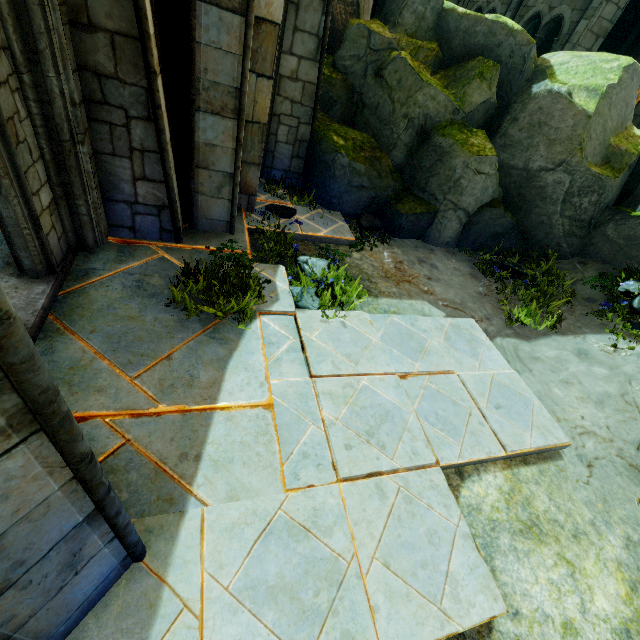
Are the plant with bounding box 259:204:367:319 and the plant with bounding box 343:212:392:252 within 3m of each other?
yes

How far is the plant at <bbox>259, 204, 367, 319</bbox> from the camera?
4.7 meters

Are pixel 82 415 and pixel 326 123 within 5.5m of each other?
no

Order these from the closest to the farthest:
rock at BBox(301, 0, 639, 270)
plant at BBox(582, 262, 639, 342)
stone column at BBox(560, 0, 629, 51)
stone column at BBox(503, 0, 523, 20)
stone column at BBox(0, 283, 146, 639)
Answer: stone column at BBox(0, 283, 146, 639), plant at BBox(582, 262, 639, 342), rock at BBox(301, 0, 639, 270), stone column at BBox(560, 0, 629, 51), stone column at BBox(503, 0, 523, 20)

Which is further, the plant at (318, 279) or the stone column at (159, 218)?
the plant at (318, 279)

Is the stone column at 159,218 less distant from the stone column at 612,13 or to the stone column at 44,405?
the stone column at 44,405

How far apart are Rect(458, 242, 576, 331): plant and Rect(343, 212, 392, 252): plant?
2.36m

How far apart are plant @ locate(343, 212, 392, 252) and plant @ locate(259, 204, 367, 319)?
1.5m
